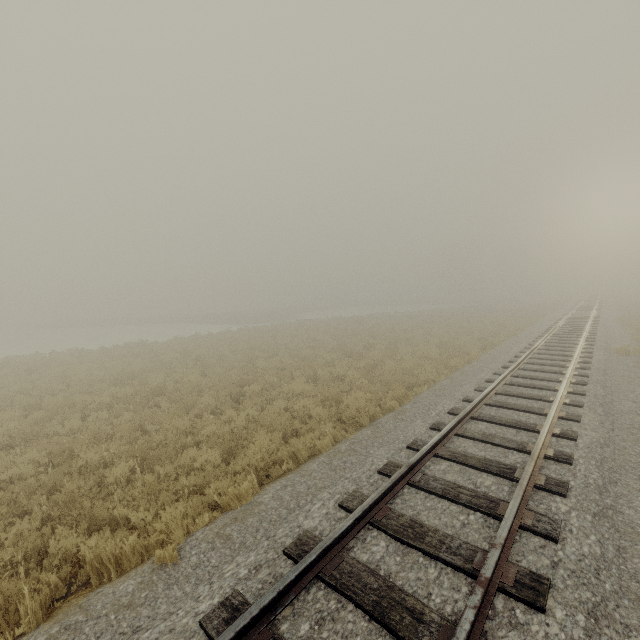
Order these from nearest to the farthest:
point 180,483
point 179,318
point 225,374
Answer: point 180,483
point 225,374
point 179,318
